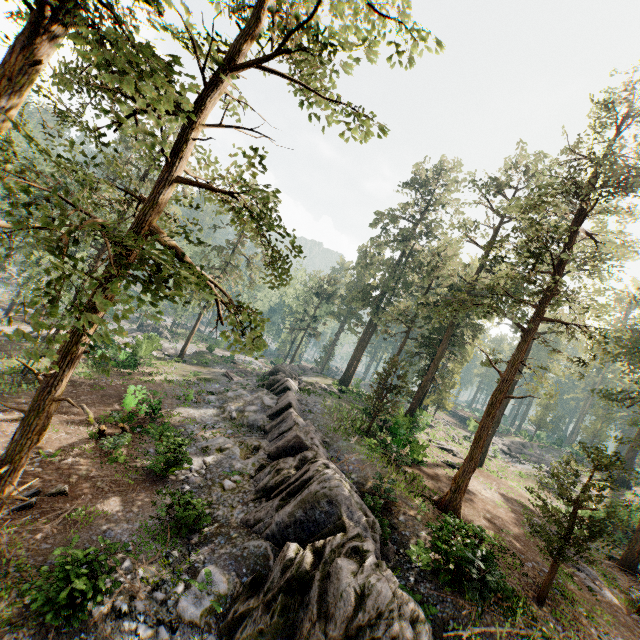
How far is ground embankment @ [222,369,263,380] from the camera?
34.4 meters

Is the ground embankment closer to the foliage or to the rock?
the rock

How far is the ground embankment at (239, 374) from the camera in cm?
3443

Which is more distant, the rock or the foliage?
the rock

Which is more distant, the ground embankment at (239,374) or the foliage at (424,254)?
the ground embankment at (239,374)

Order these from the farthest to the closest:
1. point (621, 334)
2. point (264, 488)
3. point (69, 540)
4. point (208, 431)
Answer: point (621, 334)
point (208, 431)
point (264, 488)
point (69, 540)

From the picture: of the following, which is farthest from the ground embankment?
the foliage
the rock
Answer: the foliage
